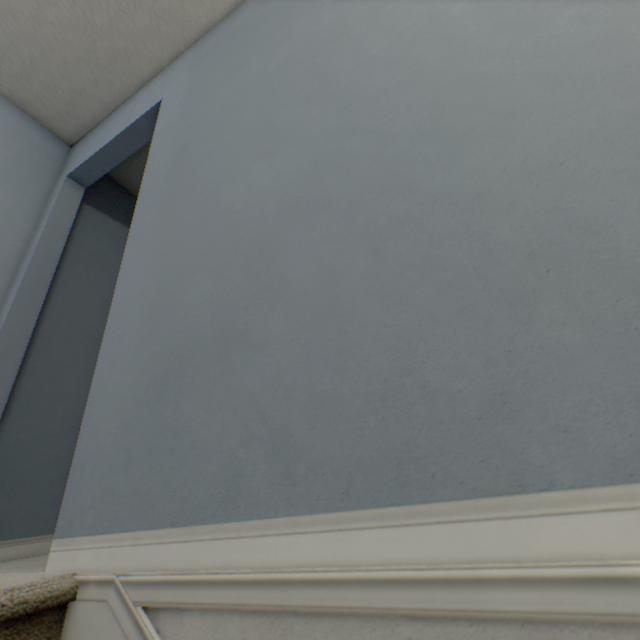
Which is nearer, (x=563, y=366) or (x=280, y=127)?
(x=563, y=366)
